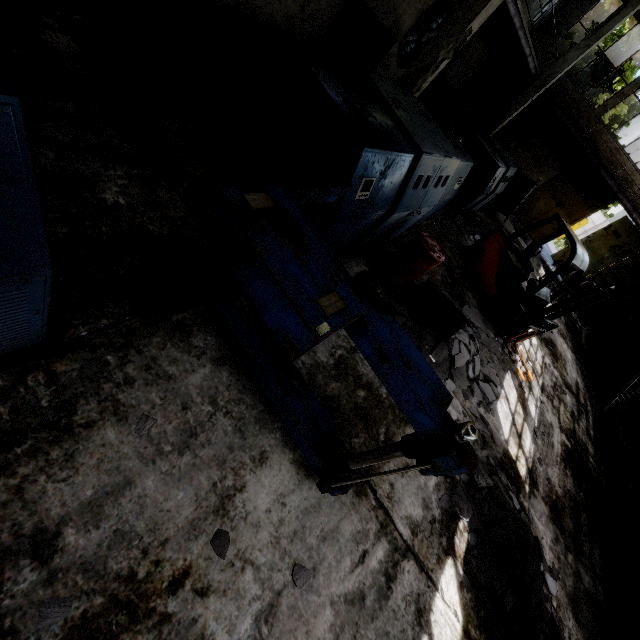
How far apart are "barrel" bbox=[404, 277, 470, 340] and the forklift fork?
2.79m

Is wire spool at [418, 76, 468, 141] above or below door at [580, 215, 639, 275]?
below

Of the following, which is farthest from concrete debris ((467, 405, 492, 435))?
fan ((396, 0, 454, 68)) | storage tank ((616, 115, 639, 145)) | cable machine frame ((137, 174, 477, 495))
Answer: storage tank ((616, 115, 639, 145))

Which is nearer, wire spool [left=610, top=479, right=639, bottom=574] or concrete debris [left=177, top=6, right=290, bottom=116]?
concrete debris [left=177, top=6, right=290, bottom=116]

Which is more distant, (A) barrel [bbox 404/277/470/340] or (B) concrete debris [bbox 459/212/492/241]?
(B) concrete debris [bbox 459/212/492/241]

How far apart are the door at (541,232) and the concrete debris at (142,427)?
21.41m

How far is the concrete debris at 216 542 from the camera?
2.45m

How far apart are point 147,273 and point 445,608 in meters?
4.8
